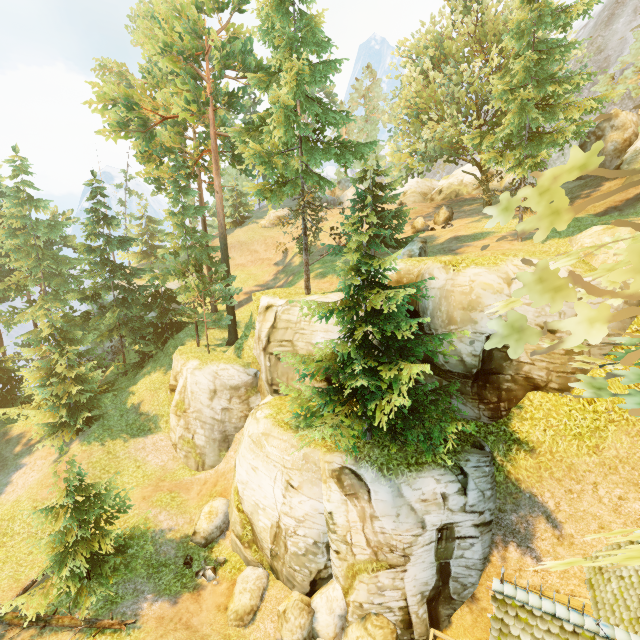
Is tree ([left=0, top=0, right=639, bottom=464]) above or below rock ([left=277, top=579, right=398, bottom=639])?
above

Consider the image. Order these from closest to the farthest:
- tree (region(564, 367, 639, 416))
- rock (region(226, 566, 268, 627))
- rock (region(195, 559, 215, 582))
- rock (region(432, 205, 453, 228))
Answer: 1. tree (region(564, 367, 639, 416))
2. rock (region(226, 566, 268, 627))
3. rock (region(195, 559, 215, 582))
4. rock (region(432, 205, 453, 228))

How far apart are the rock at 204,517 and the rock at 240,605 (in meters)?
2.70

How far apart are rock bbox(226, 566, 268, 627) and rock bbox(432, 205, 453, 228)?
29.0m

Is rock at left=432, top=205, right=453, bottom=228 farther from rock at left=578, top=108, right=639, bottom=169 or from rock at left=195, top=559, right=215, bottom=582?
rock at left=195, top=559, right=215, bottom=582

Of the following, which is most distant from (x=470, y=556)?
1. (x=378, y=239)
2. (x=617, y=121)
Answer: (x=617, y=121)

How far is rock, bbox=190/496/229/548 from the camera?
17.4m

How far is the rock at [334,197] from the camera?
48.0 meters
